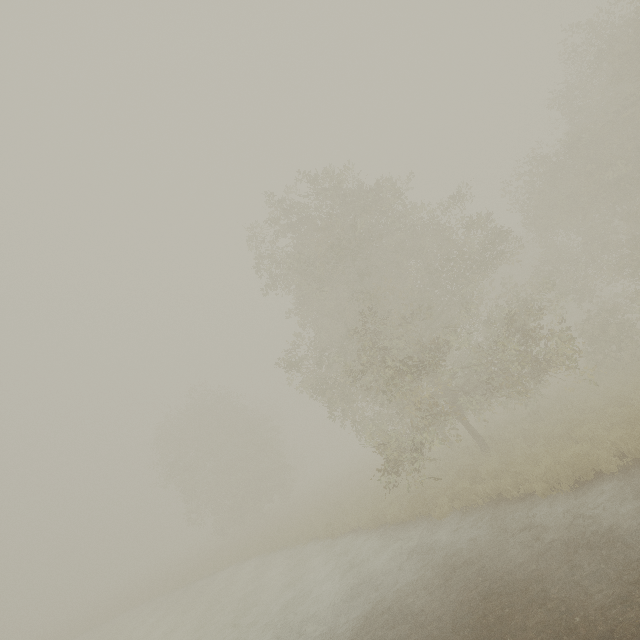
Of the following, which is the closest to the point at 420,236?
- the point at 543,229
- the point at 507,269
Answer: the point at 543,229
